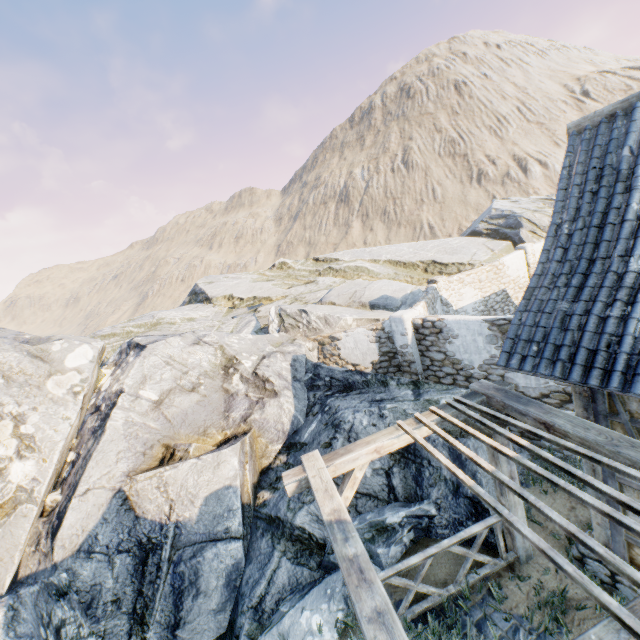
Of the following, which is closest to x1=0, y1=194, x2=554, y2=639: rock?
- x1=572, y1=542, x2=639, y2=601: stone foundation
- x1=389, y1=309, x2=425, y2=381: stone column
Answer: x1=389, y1=309, x2=425, y2=381: stone column

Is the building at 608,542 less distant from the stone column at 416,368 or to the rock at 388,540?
the rock at 388,540

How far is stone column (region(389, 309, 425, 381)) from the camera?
9.9 meters

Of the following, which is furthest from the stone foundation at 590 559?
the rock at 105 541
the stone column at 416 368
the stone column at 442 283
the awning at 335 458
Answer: the stone column at 442 283

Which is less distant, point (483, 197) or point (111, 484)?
point (111, 484)

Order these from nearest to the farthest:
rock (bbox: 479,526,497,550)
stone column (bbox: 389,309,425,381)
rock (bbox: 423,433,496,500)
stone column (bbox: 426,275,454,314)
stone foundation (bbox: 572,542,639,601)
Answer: stone foundation (bbox: 572,542,639,601) < rock (bbox: 479,526,497,550) < rock (bbox: 423,433,496,500) < stone column (bbox: 389,309,425,381) < stone column (bbox: 426,275,454,314)

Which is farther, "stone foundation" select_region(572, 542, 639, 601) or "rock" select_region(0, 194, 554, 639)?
"rock" select_region(0, 194, 554, 639)

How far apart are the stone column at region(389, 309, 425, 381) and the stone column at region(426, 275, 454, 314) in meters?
5.0
